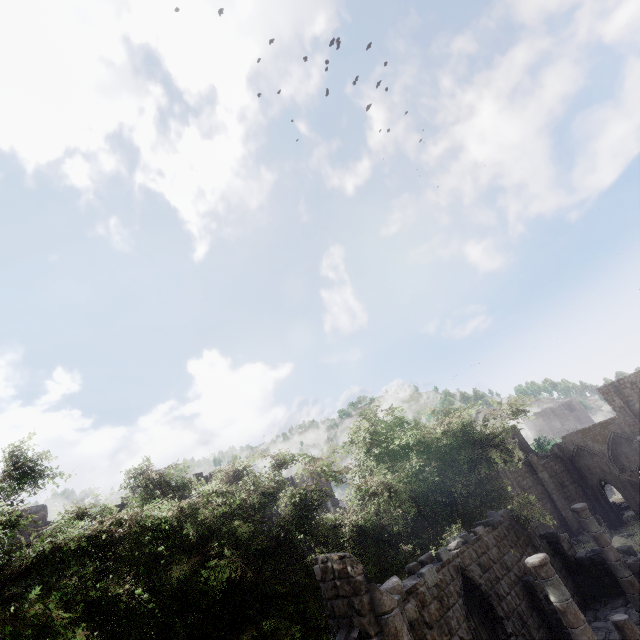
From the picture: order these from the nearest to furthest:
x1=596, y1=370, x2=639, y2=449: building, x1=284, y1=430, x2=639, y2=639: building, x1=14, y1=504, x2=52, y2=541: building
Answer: x1=284, y1=430, x2=639, y2=639: building → x1=14, y1=504, x2=52, y2=541: building → x1=596, y1=370, x2=639, y2=449: building

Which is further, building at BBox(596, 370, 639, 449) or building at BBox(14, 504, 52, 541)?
building at BBox(596, 370, 639, 449)

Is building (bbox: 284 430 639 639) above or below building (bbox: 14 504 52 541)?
below

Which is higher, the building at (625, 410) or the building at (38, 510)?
the building at (38, 510)

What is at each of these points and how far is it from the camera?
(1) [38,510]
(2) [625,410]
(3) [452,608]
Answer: (1) building, 15.8 meters
(2) building, 37.3 meters
(3) building, 9.1 meters

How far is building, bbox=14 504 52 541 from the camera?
15.09m
